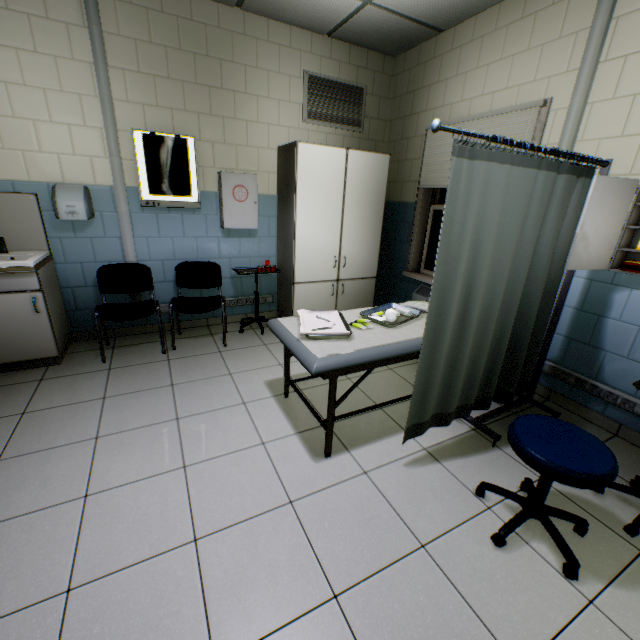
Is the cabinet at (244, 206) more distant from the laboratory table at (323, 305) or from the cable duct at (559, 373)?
the cable duct at (559, 373)

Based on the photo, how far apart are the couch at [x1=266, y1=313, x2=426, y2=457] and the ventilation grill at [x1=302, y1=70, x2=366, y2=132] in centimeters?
238cm

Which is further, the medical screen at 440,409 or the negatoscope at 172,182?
the negatoscope at 172,182

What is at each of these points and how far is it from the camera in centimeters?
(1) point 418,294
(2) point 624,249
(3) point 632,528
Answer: (1) radiator, 401cm
(2) first aid kit, 218cm
(3) rolling table, 169cm

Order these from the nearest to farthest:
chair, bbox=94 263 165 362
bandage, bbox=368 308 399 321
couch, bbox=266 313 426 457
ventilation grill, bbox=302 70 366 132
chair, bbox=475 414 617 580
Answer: chair, bbox=475 414 617 580
couch, bbox=266 313 426 457
bandage, bbox=368 308 399 321
chair, bbox=94 263 165 362
ventilation grill, bbox=302 70 366 132

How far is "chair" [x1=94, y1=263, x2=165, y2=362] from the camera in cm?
302

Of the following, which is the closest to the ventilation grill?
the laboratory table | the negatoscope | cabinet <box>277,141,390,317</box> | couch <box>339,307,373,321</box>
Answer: cabinet <box>277,141,390,317</box>

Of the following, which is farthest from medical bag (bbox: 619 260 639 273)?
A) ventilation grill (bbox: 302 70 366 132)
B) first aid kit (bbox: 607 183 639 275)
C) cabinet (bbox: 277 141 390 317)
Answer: ventilation grill (bbox: 302 70 366 132)
